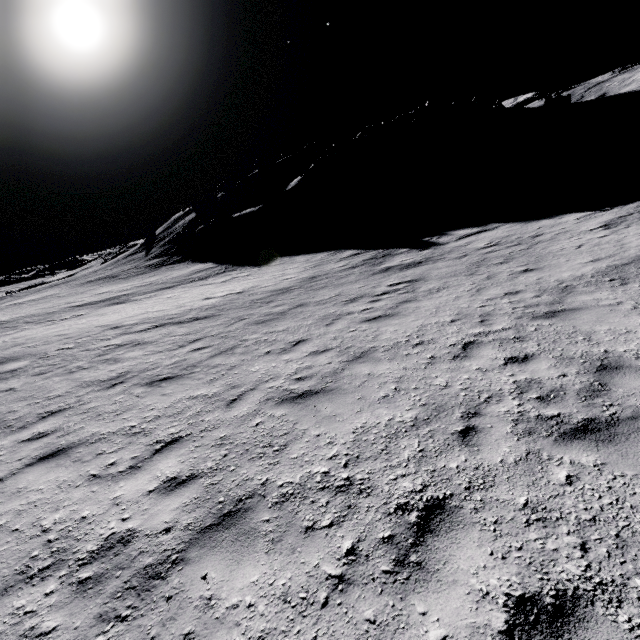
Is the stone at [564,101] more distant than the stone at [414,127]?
Yes

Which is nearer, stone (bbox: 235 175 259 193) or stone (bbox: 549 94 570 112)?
stone (bbox: 235 175 259 193)

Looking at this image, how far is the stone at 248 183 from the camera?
56.88m

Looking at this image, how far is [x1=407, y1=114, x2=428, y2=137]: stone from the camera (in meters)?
57.20

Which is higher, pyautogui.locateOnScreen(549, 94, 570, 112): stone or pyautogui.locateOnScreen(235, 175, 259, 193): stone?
pyautogui.locateOnScreen(235, 175, 259, 193): stone

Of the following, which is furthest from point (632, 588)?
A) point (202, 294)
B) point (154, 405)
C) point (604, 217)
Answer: point (202, 294)

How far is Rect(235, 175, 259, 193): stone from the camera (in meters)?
56.88

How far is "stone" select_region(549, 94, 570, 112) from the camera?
58.50m
